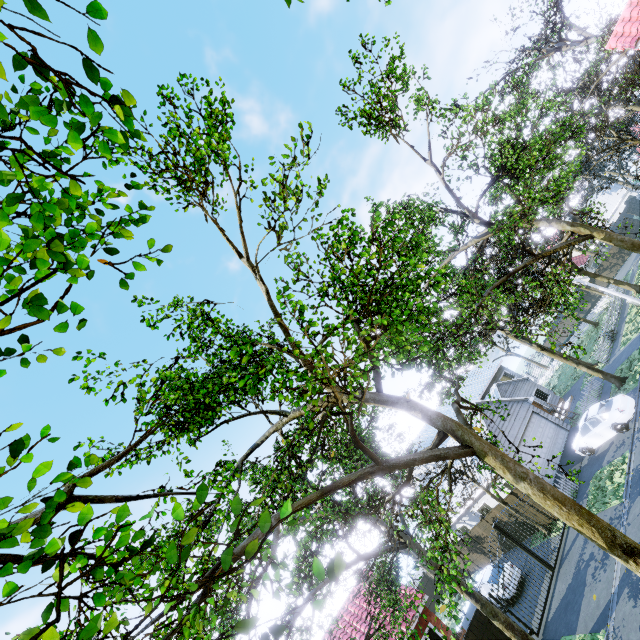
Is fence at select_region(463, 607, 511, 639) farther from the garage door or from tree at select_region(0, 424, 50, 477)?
the garage door

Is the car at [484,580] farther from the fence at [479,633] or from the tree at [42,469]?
the fence at [479,633]

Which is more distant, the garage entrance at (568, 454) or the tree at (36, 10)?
the garage entrance at (568, 454)

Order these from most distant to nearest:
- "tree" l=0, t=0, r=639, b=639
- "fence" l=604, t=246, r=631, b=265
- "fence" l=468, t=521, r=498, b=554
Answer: "fence" l=604, t=246, r=631, b=265
"fence" l=468, t=521, r=498, b=554
"tree" l=0, t=0, r=639, b=639

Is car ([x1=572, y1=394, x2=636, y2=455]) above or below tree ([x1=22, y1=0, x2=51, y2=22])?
below

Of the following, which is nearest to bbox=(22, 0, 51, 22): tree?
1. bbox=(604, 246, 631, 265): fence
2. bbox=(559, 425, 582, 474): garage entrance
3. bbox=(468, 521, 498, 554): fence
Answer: bbox=(604, 246, 631, 265): fence

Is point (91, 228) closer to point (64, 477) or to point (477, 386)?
point (64, 477)

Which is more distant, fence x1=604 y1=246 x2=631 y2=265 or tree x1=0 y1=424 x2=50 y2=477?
fence x1=604 y1=246 x2=631 y2=265
